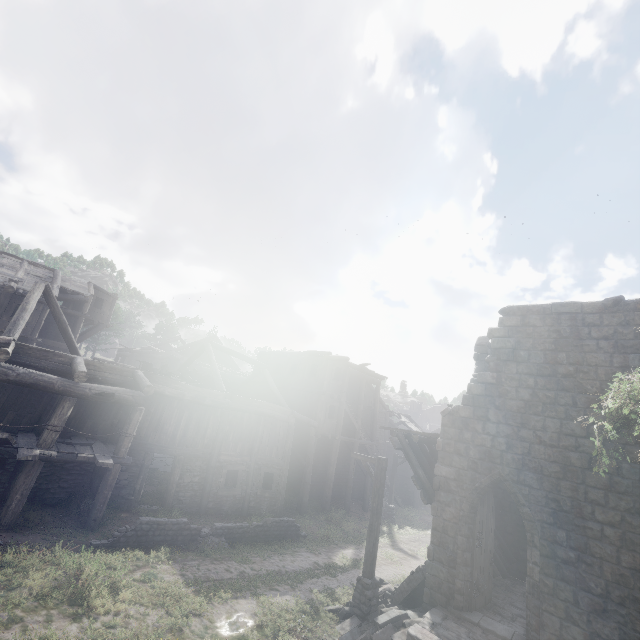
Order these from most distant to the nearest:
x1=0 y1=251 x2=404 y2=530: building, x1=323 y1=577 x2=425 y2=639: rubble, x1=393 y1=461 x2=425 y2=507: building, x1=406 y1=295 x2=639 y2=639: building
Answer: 1. x1=393 y1=461 x2=425 y2=507: building
2. x1=0 y1=251 x2=404 y2=530: building
3. x1=323 y1=577 x2=425 y2=639: rubble
4. x1=406 y1=295 x2=639 y2=639: building

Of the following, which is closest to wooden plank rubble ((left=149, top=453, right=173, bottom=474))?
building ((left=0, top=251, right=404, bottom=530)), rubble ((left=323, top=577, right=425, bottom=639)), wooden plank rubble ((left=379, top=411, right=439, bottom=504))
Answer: building ((left=0, top=251, right=404, bottom=530))

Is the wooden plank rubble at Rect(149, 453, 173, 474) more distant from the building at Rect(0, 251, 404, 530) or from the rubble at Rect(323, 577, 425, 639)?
the rubble at Rect(323, 577, 425, 639)

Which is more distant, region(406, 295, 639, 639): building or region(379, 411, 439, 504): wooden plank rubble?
region(379, 411, 439, 504): wooden plank rubble

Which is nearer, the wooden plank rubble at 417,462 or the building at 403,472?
the wooden plank rubble at 417,462

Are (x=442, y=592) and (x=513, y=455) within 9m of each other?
yes

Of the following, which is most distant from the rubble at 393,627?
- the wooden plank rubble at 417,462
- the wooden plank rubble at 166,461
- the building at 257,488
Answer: the wooden plank rubble at 166,461

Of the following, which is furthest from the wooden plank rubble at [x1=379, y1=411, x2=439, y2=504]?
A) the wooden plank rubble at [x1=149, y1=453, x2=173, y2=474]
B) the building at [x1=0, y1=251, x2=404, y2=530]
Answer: the wooden plank rubble at [x1=149, y1=453, x2=173, y2=474]
